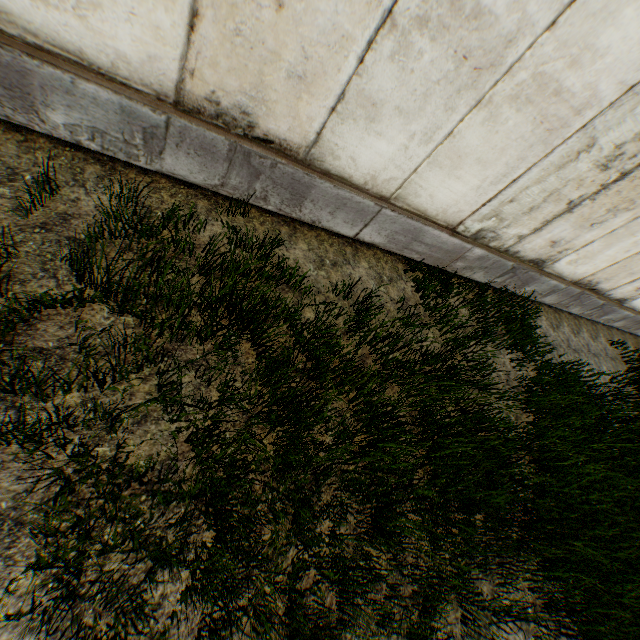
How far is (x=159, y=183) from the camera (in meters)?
3.38
